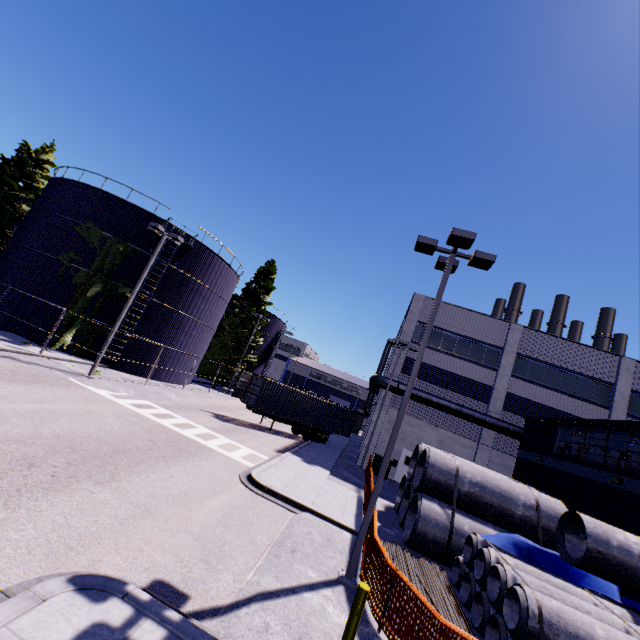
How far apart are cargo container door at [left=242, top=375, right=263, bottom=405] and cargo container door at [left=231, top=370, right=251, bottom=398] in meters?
0.9

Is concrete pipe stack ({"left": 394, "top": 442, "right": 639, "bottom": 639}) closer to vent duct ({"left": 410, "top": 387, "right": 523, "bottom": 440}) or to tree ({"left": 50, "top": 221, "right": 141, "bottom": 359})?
tree ({"left": 50, "top": 221, "right": 141, "bottom": 359})

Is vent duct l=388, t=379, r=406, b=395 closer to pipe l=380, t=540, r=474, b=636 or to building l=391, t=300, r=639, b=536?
building l=391, t=300, r=639, b=536

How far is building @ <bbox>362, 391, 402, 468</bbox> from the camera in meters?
25.2

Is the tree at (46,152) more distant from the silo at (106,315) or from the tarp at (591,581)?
the tarp at (591,581)

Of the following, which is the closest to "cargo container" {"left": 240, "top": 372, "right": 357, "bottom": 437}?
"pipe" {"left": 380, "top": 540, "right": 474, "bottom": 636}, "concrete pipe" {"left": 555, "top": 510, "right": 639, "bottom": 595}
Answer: "pipe" {"left": 380, "top": 540, "right": 474, "bottom": 636}

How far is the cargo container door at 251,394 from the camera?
23.9m

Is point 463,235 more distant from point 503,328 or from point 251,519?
point 503,328
